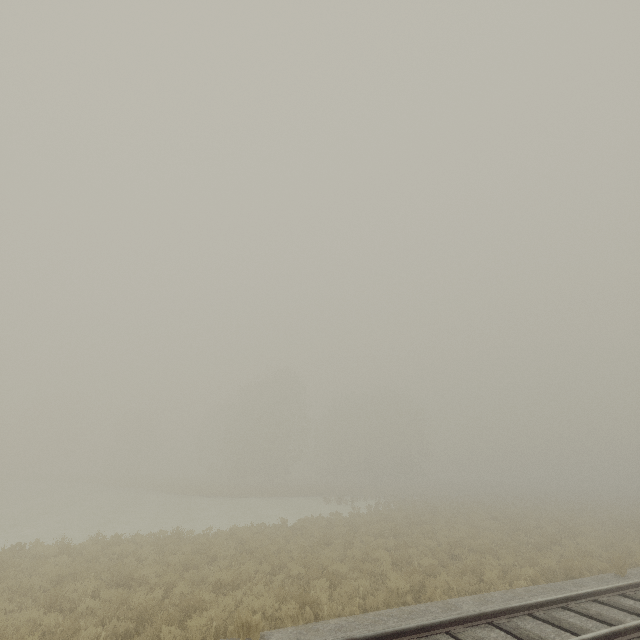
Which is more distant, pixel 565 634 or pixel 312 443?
pixel 312 443
